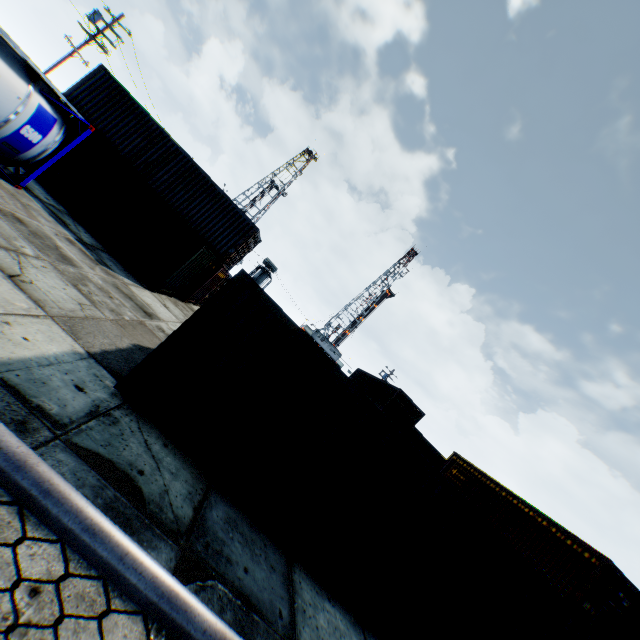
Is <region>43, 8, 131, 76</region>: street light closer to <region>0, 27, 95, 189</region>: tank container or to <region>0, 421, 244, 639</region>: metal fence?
<region>0, 27, 95, 189</region>: tank container

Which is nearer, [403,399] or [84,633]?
[84,633]

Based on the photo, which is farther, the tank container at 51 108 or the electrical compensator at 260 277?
the electrical compensator at 260 277

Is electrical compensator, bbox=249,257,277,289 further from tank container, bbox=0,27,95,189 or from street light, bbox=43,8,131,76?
tank container, bbox=0,27,95,189

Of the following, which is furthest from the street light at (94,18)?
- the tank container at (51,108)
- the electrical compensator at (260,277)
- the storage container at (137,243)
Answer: the storage container at (137,243)

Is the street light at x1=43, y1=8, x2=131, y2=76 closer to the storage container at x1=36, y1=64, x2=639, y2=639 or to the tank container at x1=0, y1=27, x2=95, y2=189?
the tank container at x1=0, y1=27, x2=95, y2=189

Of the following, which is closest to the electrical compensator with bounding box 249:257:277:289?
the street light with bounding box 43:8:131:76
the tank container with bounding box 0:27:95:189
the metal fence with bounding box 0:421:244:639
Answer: the street light with bounding box 43:8:131:76

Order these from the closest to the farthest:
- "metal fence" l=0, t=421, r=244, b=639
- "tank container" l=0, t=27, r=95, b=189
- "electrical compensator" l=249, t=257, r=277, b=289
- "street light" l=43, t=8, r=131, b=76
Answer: "metal fence" l=0, t=421, r=244, b=639, "tank container" l=0, t=27, r=95, b=189, "street light" l=43, t=8, r=131, b=76, "electrical compensator" l=249, t=257, r=277, b=289
